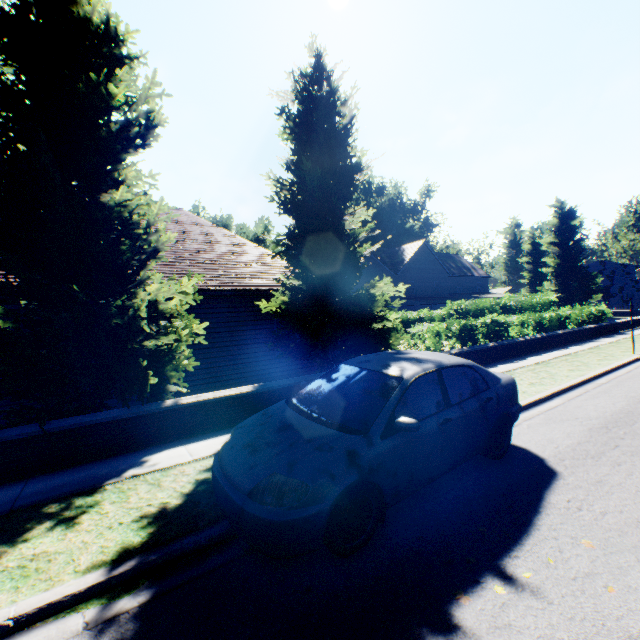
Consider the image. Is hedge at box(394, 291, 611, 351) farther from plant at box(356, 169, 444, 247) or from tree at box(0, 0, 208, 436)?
plant at box(356, 169, 444, 247)

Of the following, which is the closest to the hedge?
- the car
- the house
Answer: the car

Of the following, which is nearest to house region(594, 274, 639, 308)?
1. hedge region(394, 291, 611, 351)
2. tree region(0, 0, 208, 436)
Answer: hedge region(394, 291, 611, 351)

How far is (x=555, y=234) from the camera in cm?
4269

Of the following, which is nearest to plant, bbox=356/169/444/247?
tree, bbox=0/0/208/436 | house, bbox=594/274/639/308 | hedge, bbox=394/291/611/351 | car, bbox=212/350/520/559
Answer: house, bbox=594/274/639/308

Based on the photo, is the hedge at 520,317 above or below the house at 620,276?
below

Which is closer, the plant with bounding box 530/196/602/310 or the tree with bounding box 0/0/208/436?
the tree with bounding box 0/0/208/436

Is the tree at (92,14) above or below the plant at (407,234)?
below
